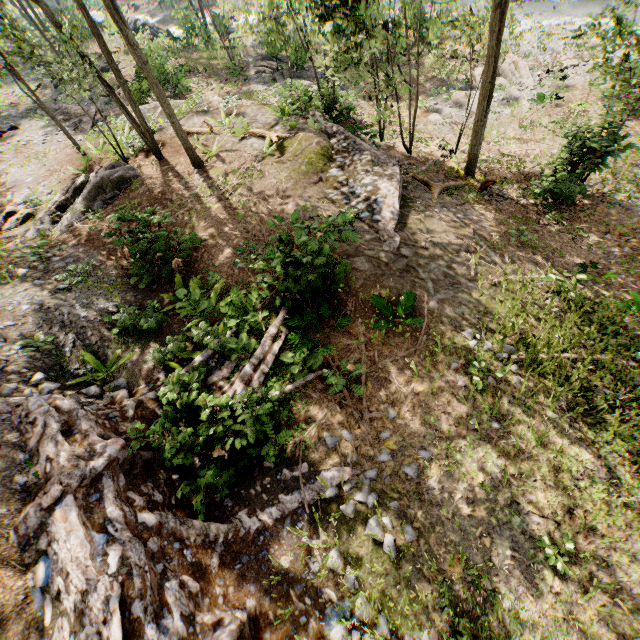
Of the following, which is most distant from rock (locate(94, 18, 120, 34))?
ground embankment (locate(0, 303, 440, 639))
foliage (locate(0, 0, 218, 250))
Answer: ground embankment (locate(0, 303, 440, 639))

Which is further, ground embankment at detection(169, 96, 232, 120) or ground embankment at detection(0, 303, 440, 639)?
ground embankment at detection(169, 96, 232, 120)

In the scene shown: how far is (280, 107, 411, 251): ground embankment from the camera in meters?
11.4

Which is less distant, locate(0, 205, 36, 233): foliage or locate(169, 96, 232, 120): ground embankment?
locate(0, 205, 36, 233): foliage

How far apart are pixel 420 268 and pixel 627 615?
8.29m

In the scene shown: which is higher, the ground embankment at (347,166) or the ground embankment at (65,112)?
the ground embankment at (65,112)

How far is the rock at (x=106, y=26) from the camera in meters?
32.2 m

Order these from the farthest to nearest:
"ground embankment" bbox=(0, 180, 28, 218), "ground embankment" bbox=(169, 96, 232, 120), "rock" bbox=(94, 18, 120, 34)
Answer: "rock" bbox=(94, 18, 120, 34) → "ground embankment" bbox=(169, 96, 232, 120) → "ground embankment" bbox=(0, 180, 28, 218)
